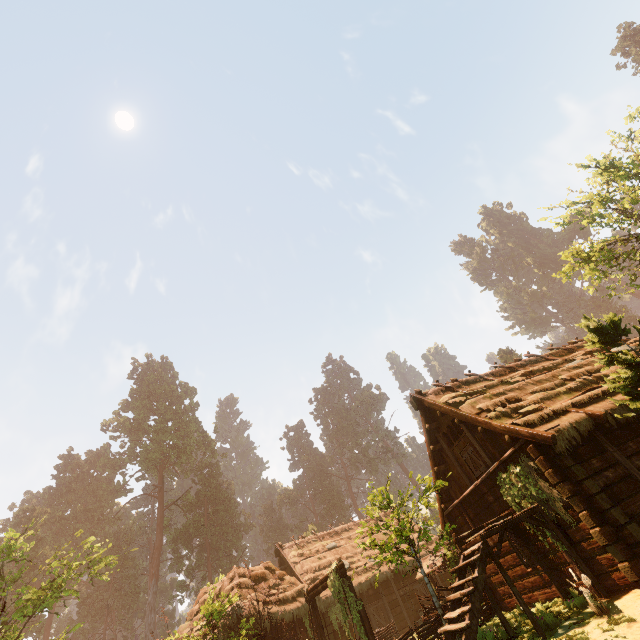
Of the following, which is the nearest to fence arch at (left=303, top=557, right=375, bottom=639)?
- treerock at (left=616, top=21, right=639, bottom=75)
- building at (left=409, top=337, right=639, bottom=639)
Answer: building at (left=409, top=337, right=639, bottom=639)

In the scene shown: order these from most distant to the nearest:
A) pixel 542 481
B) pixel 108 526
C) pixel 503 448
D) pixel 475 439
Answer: pixel 108 526
pixel 475 439
pixel 503 448
pixel 542 481

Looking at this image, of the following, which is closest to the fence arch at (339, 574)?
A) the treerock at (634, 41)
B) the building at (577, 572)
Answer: the building at (577, 572)

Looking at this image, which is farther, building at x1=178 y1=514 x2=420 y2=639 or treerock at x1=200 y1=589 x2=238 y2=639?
building at x1=178 y1=514 x2=420 y2=639

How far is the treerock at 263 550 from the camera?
57.03m

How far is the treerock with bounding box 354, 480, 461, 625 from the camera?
10.9m

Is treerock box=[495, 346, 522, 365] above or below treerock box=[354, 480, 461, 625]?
above
